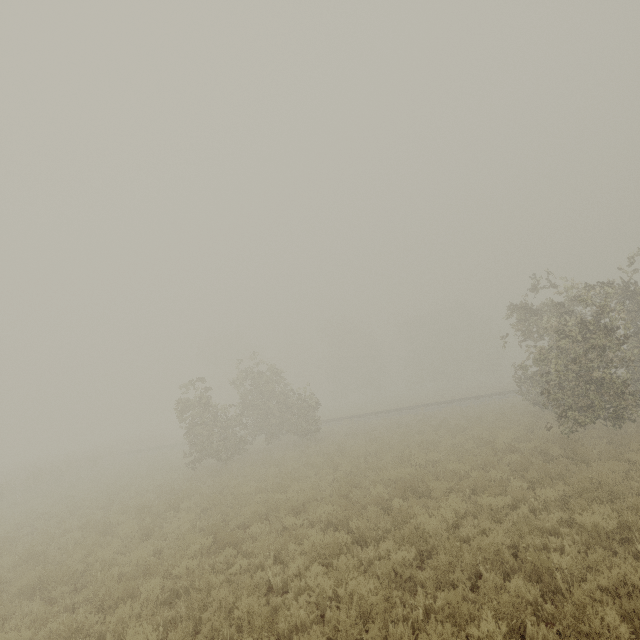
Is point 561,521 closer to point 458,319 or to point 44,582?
point 44,582

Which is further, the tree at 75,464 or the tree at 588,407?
the tree at 75,464

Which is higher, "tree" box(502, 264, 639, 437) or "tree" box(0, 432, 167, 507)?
"tree" box(502, 264, 639, 437)

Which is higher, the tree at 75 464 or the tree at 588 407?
the tree at 588 407

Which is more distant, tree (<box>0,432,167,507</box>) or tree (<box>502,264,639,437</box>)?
tree (<box>0,432,167,507</box>)
